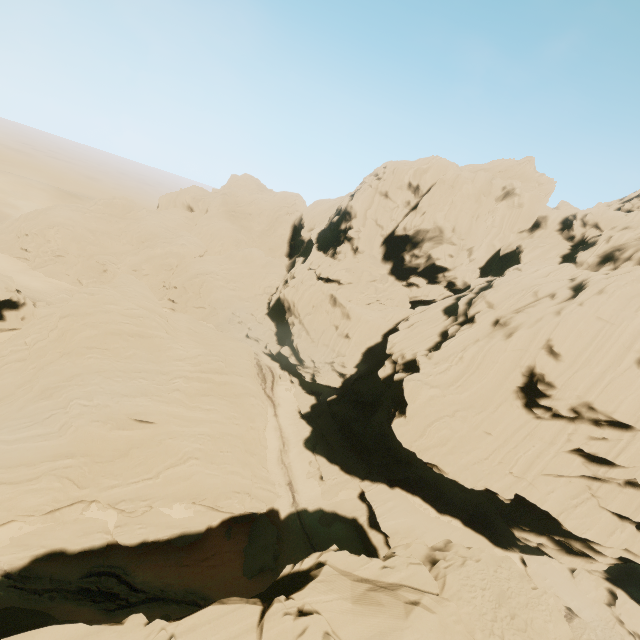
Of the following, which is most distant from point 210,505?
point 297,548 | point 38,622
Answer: point 38,622
